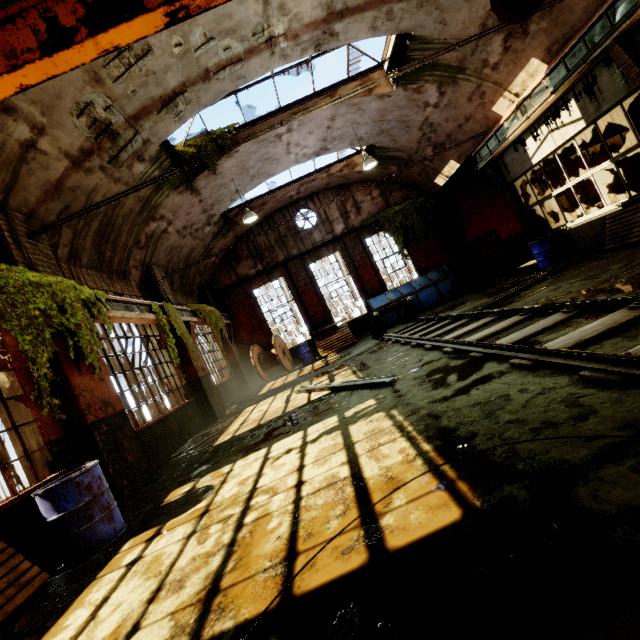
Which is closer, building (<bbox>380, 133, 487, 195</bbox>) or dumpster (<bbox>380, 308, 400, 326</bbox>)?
building (<bbox>380, 133, 487, 195</bbox>)

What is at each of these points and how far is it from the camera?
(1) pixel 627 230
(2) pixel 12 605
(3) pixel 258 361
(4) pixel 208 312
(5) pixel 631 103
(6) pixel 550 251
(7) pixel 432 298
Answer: (1) wooden pallet, 7.9m
(2) wooden pallet, 3.2m
(3) cable drum, 14.8m
(4) vine, 12.7m
(5) pillar, 11.2m
(6) barrel, 10.2m
(7) dumpster, 14.4m

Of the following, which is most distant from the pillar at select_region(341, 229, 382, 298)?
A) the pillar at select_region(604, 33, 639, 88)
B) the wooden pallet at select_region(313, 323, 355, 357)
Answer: the pillar at select_region(604, 33, 639, 88)

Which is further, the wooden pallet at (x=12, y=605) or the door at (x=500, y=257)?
the door at (x=500, y=257)

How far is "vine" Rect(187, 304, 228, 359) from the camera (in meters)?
11.83

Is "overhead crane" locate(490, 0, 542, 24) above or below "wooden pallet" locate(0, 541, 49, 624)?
above

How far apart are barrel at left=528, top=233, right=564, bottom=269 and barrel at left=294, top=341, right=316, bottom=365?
9.2 meters

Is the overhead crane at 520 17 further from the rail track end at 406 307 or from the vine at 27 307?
the rail track end at 406 307
